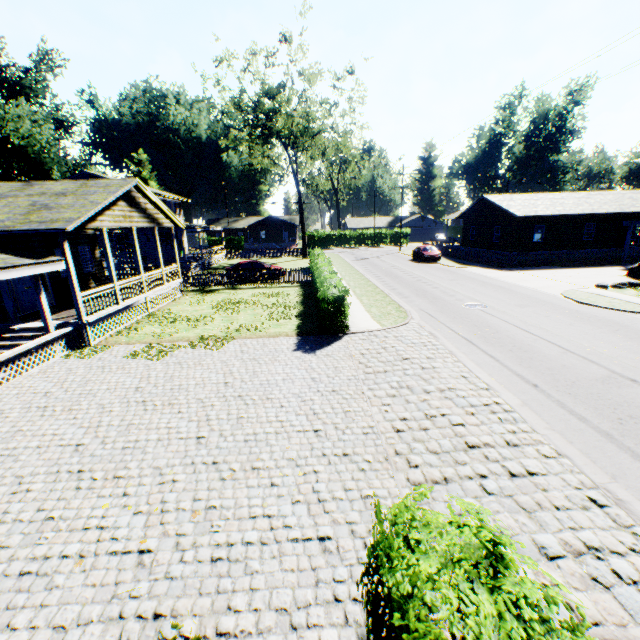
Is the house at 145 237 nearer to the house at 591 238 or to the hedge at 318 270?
the hedge at 318 270

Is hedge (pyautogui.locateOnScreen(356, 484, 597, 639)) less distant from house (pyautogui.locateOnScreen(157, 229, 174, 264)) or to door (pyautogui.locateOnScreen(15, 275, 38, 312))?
door (pyautogui.locateOnScreen(15, 275, 38, 312))

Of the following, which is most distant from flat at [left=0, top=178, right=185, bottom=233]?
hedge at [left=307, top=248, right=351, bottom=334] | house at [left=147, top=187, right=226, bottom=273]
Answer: hedge at [left=307, top=248, right=351, bottom=334]

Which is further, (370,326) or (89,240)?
(89,240)

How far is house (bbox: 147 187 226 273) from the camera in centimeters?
3045cm

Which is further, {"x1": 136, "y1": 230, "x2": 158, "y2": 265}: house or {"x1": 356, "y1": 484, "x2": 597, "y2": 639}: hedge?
{"x1": 136, "y1": 230, "x2": 158, "y2": 265}: house

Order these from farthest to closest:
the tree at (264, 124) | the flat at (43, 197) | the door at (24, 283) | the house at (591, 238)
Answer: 1. the tree at (264, 124)
2. the house at (591, 238)
3. the door at (24, 283)
4. the flat at (43, 197)

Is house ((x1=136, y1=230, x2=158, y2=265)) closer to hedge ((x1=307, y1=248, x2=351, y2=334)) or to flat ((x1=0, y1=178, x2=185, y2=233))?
flat ((x1=0, y1=178, x2=185, y2=233))
